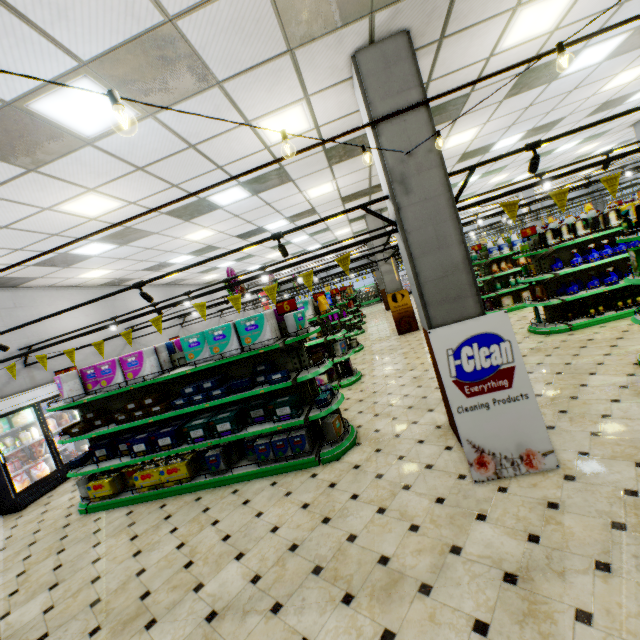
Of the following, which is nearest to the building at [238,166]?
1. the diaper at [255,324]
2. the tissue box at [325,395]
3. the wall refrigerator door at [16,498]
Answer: the wall refrigerator door at [16,498]

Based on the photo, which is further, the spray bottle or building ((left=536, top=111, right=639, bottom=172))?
building ((left=536, top=111, right=639, bottom=172))

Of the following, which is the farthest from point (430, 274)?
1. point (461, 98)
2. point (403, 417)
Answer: point (461, 98)

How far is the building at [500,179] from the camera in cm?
1128

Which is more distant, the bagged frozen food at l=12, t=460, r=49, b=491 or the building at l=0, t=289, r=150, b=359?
the building at l=0, t=289, r=150, b=359

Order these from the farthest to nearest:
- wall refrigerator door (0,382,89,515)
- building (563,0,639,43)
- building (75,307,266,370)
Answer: building (75,307,266,370), wall refrigerator door (0,382,89,515), building (563,0,639,43)

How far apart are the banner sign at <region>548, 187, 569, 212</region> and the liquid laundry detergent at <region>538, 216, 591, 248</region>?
3.9 meters

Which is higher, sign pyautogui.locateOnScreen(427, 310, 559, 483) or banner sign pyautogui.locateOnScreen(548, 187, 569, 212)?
banner sign pyautogui.locateOnScreen(548, 187, 569, 212)
